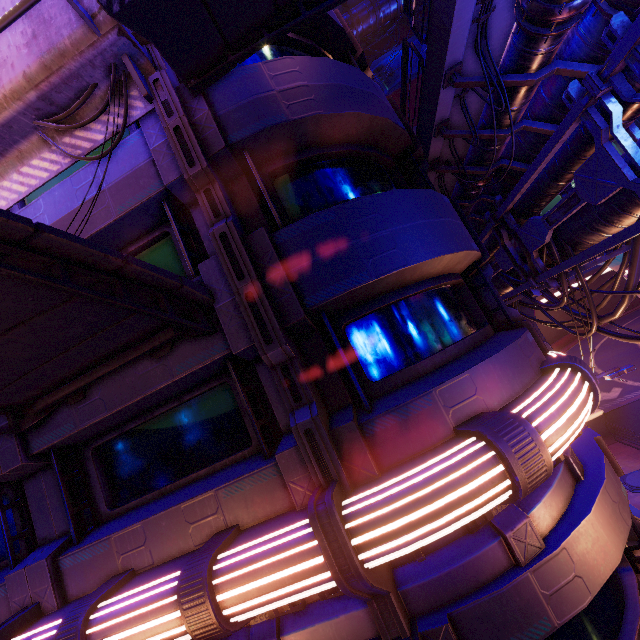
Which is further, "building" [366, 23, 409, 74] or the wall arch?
"building" [366, 23, 409, 74]

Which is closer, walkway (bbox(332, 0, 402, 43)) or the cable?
the cable

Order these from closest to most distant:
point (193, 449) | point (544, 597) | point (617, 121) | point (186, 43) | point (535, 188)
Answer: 1. point (544, 597)
2. point (186, 43)
3. point (617, 121)
4. point (193, 449)
5. point (535, 188)

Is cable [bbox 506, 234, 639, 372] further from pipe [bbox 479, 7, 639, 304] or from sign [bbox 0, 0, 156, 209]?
sign [bbox 0, 0, 156, 209]

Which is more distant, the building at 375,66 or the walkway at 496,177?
the building at 375,66

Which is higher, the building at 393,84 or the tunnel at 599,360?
the building at 393,84

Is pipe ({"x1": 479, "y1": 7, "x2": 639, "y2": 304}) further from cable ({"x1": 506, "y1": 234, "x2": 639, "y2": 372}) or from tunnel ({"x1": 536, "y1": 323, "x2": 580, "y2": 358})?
tunnel ({"x1": 536, "y1": 323, "x2": 580, "y2": 358})

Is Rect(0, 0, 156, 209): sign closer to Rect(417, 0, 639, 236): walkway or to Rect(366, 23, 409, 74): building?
Rect(417, 0, 639, 236): walkway
